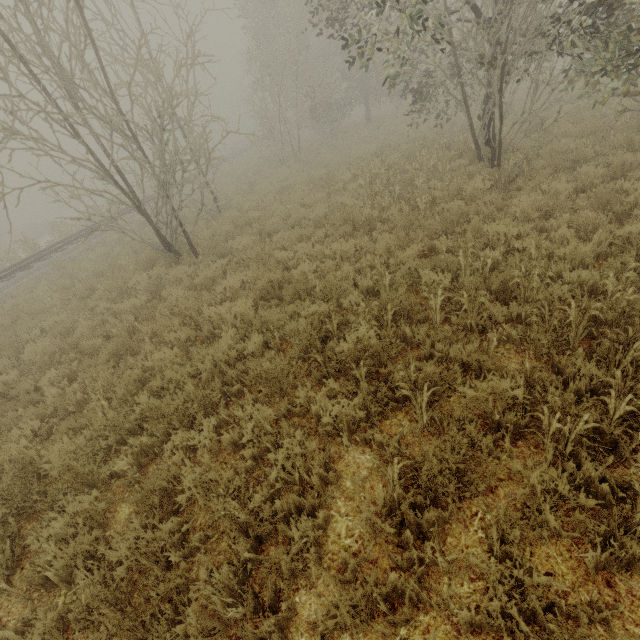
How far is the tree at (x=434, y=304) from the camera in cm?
463

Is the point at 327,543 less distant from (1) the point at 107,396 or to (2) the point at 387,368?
(2) the point at 387,368

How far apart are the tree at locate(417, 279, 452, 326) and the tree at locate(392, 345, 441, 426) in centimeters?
162cm

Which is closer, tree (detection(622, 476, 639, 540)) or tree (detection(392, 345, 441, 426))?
tree (detection(622, 476, 639, 540))

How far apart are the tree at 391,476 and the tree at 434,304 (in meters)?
2.46

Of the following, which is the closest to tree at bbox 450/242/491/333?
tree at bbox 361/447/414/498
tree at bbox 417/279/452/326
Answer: tree at bbox 361/447/414/498

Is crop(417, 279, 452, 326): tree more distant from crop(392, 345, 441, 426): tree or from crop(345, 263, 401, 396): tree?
crop(345, 263, 401, 396): tree
